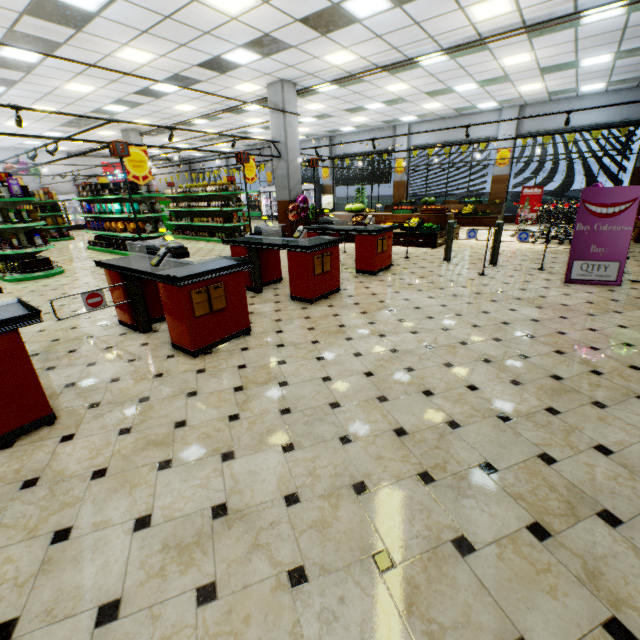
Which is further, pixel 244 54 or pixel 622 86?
pixel 622 86

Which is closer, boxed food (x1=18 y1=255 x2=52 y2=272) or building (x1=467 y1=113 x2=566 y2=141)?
boxed food (x1=18 y1=255 x2=52 y2=272)

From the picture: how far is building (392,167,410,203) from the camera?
18.0m

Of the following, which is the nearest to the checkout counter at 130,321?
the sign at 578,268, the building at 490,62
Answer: the building at 490,62

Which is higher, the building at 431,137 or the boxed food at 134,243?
the building at 431,137

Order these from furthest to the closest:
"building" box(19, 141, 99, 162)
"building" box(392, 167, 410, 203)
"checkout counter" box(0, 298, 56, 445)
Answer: "building" box(19, 141, 99, 162), "building" box(392, 167, 410, 203), "checkout counter" box(0, 298, 56, 445)

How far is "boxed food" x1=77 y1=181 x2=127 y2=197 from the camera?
10.38m
